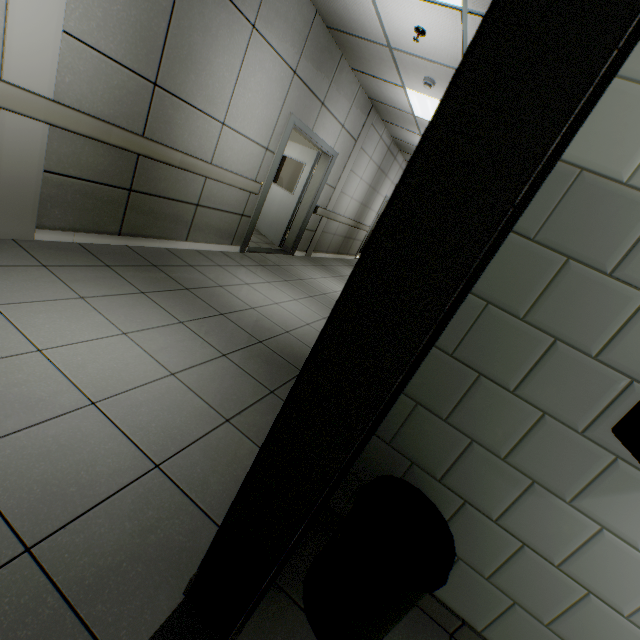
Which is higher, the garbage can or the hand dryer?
the hand dryer

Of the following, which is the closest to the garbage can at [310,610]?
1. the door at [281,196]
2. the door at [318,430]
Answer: the door at [318,430]

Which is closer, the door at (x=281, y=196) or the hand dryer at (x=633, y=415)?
the hand dryer at (x=633, y=415)

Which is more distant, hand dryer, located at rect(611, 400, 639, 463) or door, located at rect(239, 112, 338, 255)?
door, located at rect(239, 112, 338, 255)

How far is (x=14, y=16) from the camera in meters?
2.0 m

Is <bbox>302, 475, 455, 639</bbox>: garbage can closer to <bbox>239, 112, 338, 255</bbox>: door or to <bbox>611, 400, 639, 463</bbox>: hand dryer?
<bbox>611, 400, 639, 463</bbox>: hand dryer

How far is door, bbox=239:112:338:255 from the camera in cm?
495

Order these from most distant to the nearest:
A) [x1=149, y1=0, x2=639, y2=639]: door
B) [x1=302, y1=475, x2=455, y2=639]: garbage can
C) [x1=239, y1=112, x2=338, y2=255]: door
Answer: [x1=239, y1=112, x2=338, y2=255]: door < [x1=302, y1=475, x2=455, y2=639]: garbage can < [x1=149, y1=0, x2=639, y2=639]: door
